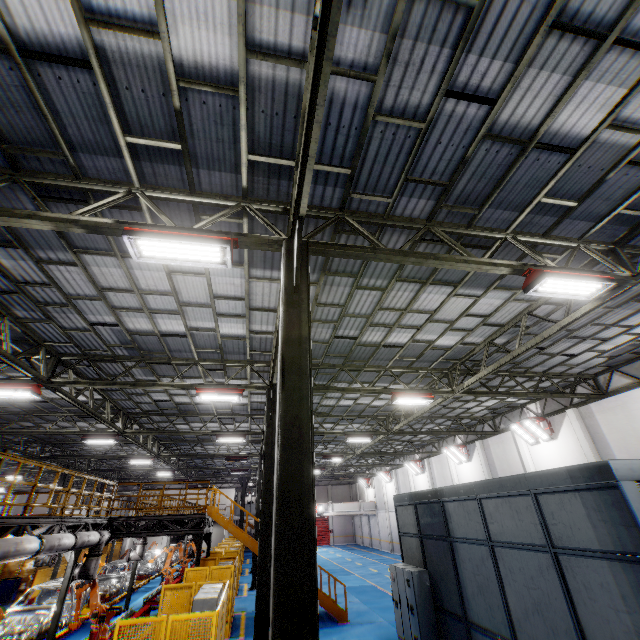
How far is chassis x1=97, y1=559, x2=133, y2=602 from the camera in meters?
18.1 m

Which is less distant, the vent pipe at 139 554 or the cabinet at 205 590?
the cabinet at 205 590

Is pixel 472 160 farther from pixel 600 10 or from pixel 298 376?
pixel 298 376

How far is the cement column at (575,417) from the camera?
14.89m

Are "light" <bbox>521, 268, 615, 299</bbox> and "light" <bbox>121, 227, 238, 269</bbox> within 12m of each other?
yes

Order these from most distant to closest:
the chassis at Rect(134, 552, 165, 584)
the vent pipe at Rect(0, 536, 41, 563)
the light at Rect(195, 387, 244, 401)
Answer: the chassis at Rect(134, 552, 165, 584) < the light at Rect(195, 387, 244, 401) < the vent pipe at Rect(0, 536, 41, 563)

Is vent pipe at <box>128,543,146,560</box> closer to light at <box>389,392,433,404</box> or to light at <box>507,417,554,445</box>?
light at <box>389,392,433,404</box>

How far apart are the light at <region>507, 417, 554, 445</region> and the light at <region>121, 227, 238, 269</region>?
18.45m
